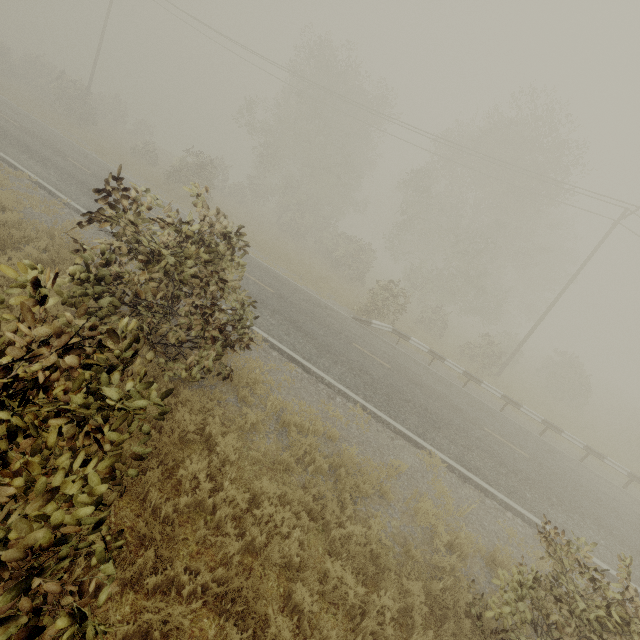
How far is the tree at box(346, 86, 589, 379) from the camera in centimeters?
2122cm

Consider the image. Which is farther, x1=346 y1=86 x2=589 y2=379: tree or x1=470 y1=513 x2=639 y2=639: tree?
x1=346 y1=86 x2=589 y2=379: tree

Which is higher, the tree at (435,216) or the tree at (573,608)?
the tree at (435,216)

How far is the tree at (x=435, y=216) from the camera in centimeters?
2122cm

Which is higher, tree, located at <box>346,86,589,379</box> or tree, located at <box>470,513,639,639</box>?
tree, located at <box>346,86,589,379</box>

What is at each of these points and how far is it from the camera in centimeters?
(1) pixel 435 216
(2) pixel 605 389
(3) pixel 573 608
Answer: (1) tree, 3266cm
(2) tree, 3931cm
(3) tree, 414cm
